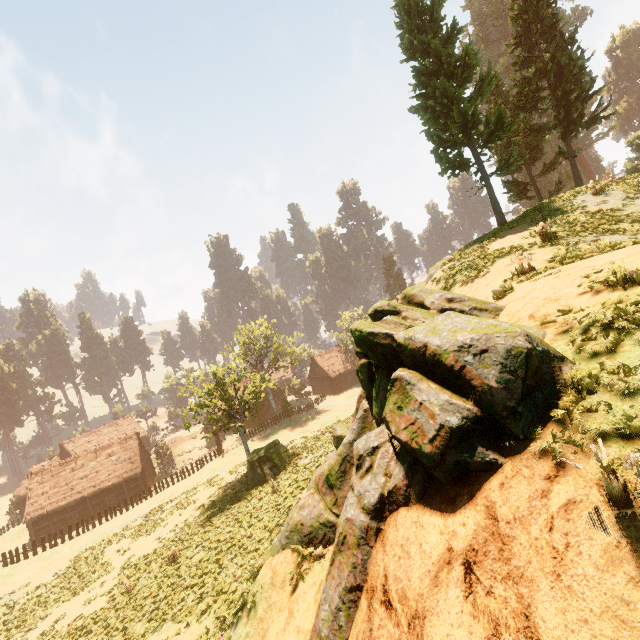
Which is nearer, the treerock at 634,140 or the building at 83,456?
the treerock at 634,140

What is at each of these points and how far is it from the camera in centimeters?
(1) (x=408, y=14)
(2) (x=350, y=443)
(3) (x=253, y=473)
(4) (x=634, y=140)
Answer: (1) treerock, 1866cm
(2) rock, 882cm
(3) treerock, 2447cm
(4) treerock, 3184cm

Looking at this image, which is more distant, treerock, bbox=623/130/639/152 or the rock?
treerock, bbox=623/130/639/152

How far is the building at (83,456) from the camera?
38.2m

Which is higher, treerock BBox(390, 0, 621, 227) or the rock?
treerock BBox(390, 0, 621, 227)

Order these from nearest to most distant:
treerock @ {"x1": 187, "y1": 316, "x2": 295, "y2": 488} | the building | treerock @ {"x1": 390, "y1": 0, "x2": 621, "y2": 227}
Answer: treerock @ {"x1": 390, "y1": 0, "x2": 621, "y2": 227} → treerock @ {"x1": 187, "y1": 316, "x2": 295, "y2": 488} → the building

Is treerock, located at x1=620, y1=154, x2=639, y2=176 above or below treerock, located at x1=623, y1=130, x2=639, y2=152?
below
